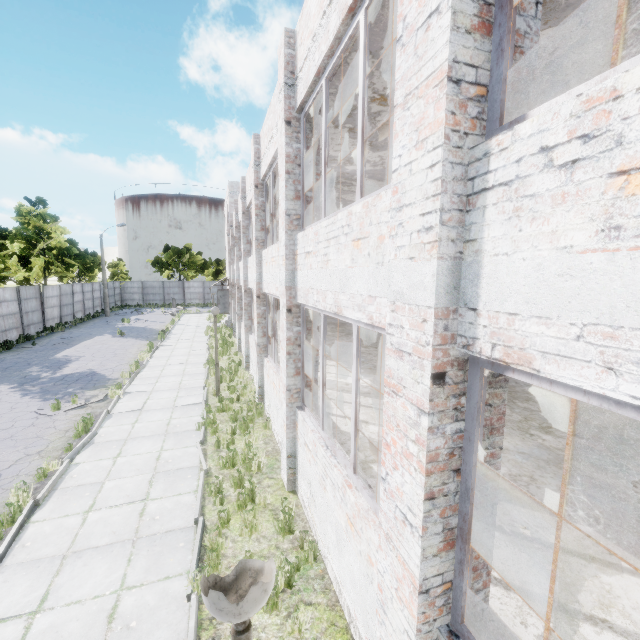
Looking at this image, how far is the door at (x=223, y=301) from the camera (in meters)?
28.75

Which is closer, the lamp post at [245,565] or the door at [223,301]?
the lamp post at [245,565]

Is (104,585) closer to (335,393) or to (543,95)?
(335,393)

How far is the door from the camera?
28.75m

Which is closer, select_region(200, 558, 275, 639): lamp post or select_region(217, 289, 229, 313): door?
select_region(200, 558, 275, 639): lamp post

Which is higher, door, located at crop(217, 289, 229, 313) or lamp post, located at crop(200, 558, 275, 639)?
lamp post, located at crop(200, 558, 275, 639)
